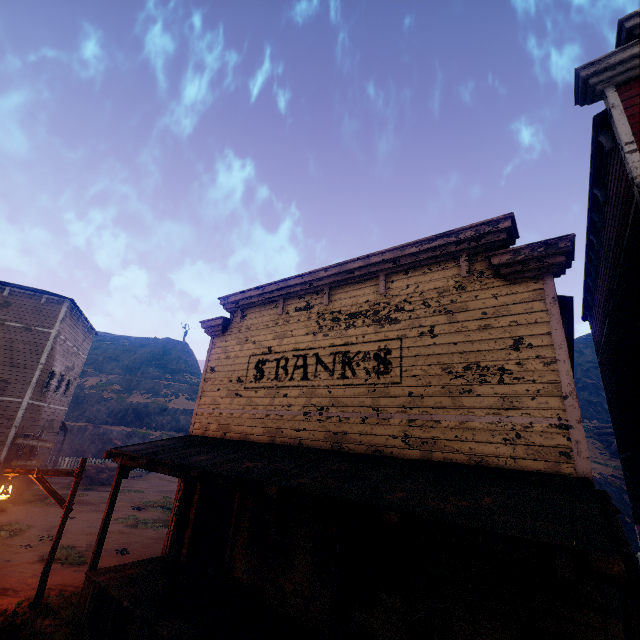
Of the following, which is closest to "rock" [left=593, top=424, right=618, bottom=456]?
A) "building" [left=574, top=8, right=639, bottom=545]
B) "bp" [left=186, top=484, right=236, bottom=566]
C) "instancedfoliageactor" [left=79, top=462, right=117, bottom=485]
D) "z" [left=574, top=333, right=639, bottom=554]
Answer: "z" [left=574, top=333, right=639, bottom=554]

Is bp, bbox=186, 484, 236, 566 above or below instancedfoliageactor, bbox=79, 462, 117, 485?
above

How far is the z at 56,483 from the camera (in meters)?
19.38

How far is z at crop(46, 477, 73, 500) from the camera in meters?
19.4 m

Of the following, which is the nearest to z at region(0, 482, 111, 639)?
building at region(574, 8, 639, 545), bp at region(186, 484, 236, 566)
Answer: building at region(574, 8, 639, 545)

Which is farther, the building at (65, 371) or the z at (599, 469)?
the z at (599, 469)

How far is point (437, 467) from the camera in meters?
5.4 m

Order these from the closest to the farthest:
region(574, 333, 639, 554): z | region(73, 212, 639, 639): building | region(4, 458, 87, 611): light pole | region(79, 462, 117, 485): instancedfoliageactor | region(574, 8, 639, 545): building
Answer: region(73, 212, 639, 639): building
region(574, 8, 639, 545): building
region(4, 458, 87, 611): light pole
region(574, 333, 639, 554): z
region(79, 462, 117, 485): instancedfoliageactor
